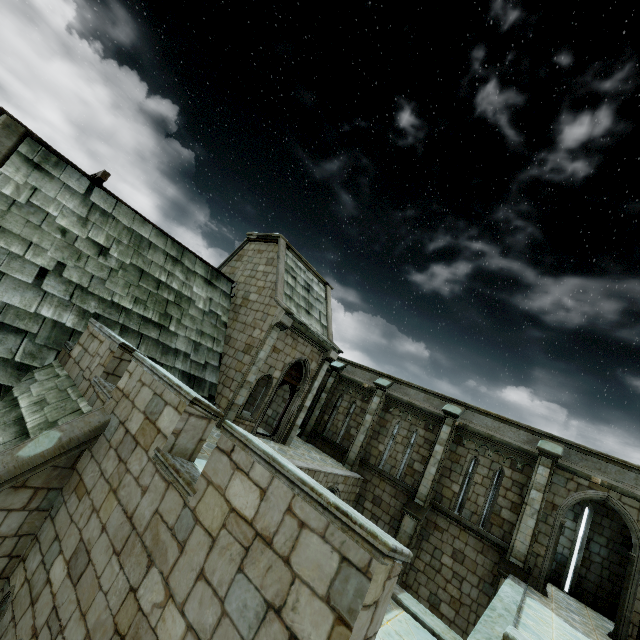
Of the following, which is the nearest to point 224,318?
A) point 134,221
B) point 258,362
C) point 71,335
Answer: point 258,362
